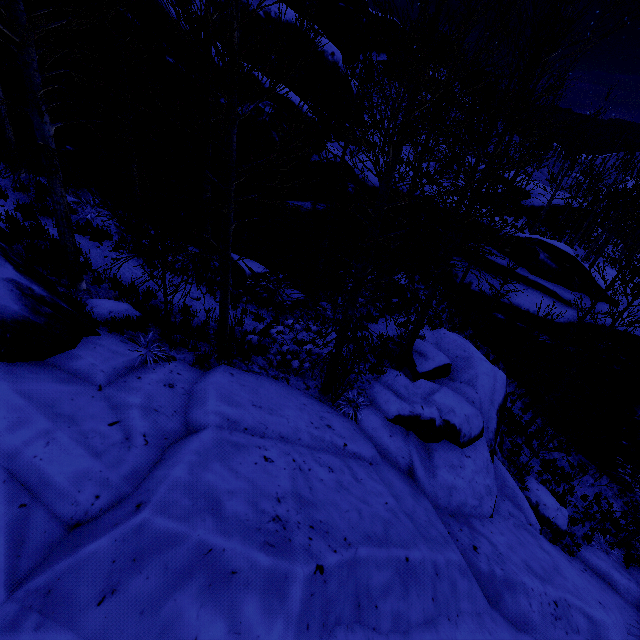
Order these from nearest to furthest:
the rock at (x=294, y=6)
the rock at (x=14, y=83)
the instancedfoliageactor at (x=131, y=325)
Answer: the instancedfoliageactor at (x=131, y=325) → the rock at (x=14, y=83) → the rock at (x=294, y=6)

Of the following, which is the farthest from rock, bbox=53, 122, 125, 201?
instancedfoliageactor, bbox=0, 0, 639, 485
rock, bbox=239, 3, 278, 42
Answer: rock, bbox=239, 3, 278, 42

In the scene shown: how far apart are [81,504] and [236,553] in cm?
182

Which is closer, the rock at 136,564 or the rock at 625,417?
the rock at 136,564

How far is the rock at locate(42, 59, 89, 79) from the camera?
8.30m

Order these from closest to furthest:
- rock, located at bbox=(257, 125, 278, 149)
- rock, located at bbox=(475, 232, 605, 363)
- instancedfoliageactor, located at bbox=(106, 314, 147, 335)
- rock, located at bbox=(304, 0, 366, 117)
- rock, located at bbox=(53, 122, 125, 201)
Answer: instancedfoliageactor, located at bbox=(106, 314, 147, 335)
rock, located at bbox=(53, 122, 125, 201)
rock, located at bbox=(257, 125, 278, 149)
rock, located at bbox=(475, 232, 605, 363)
rock, located at bbox=(304, 0, 366, 117)
